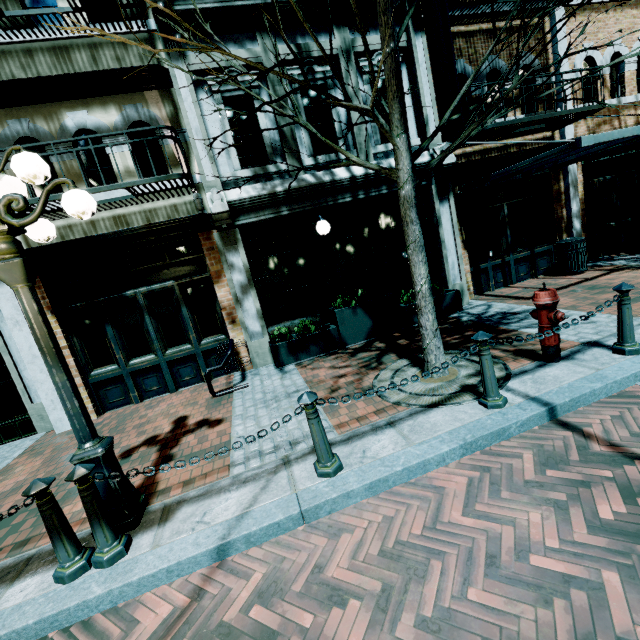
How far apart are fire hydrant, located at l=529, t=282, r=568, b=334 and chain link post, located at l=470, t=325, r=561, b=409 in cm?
90

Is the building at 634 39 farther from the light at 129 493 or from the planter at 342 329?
the light at 129 493

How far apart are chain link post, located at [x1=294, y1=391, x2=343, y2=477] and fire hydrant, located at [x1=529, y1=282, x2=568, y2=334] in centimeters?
290cm

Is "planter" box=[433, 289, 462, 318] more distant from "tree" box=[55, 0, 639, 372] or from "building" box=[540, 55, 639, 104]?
"tree" box=[55, 0, 639, 372]

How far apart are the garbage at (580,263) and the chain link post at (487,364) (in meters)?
6.68

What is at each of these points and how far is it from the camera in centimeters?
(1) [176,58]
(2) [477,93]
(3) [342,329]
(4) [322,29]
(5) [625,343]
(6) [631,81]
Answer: (1) building, 596cm
(2) building, 781cm
(3) planter, 688cm
(4) building, 656cm
(5) chain link post, 394cm
(6) building, 891cm

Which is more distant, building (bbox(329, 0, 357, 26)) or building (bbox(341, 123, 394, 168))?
building (bbox(341, 123, 394, 168))

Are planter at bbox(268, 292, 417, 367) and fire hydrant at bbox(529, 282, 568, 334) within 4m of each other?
yes
